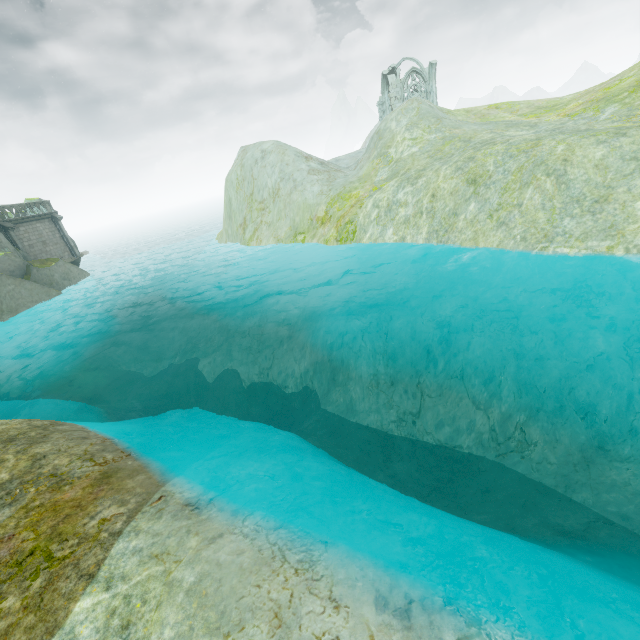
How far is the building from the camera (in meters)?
44.50

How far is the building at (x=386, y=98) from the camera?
44.5 meters

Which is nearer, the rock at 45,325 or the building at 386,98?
the rock at 45,325

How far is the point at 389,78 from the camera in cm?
4538

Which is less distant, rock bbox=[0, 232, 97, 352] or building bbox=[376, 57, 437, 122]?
rock bbox=[0, 232, 97, 352]

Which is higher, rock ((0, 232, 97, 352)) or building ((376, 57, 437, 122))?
building ((376, 57, 437, 122))
